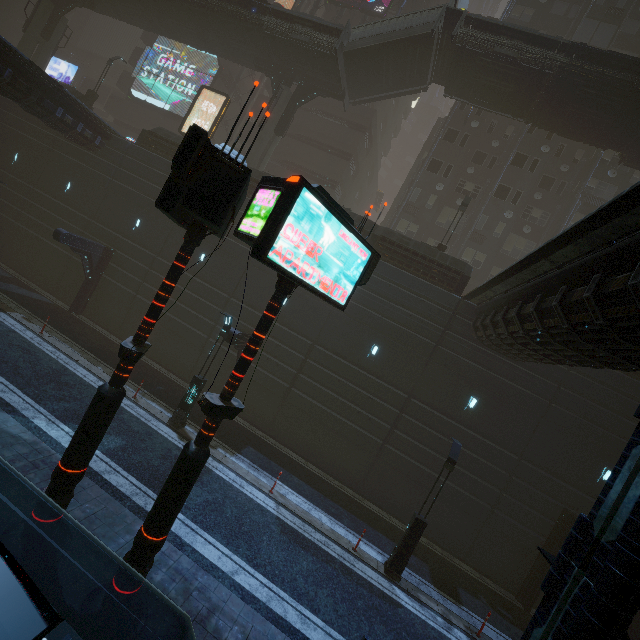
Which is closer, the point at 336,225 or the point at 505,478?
the point at 336,225

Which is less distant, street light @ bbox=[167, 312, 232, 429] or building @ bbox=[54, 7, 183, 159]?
street light @ bbox=[167, 312, 232, 429]

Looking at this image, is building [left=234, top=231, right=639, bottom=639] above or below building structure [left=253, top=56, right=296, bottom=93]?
below

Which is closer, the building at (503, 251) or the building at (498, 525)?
the building at (498, 525)

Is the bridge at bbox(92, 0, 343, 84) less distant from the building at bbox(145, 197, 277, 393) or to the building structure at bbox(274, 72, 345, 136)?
the building structure at bbox(274, 72, 345, 136)

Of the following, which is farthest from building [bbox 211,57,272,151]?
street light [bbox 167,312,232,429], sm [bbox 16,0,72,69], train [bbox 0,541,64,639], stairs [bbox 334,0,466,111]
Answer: stairs [bbox 334,0,466,111]

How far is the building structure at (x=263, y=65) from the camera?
24.33m

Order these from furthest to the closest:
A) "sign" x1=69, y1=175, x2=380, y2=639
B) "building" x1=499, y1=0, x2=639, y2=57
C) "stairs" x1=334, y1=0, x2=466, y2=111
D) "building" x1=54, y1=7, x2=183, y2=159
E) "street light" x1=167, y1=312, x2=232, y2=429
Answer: "building" x1=499, y1=0, x2=639, y2=57
"building" x1=54, y1=7, x2=183, y2=159
"stairs" x1=334, y1=0, x2=466, y2=111
"street light" x1=167, y1=312, x2=232, y2=429
"sign" x1=69, y1=175, x2=380, y2=639
